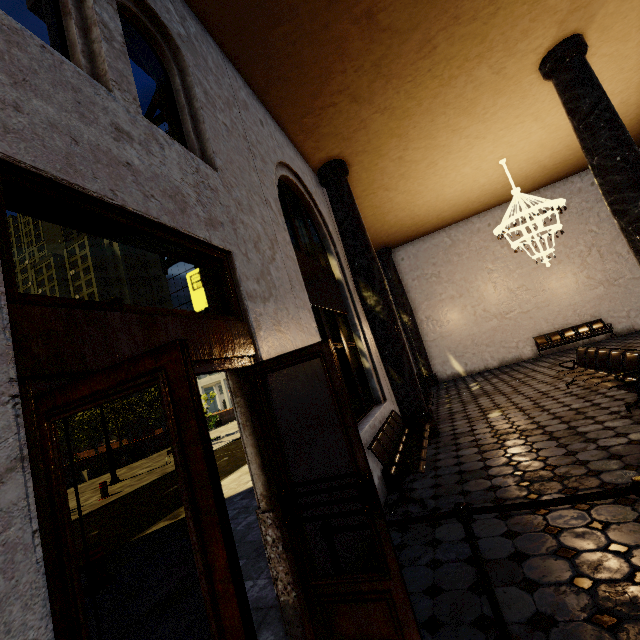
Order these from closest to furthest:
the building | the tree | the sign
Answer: the building, the sign, the tree

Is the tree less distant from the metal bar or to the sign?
the metal bar

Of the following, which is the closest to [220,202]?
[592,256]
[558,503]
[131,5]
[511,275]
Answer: [131,5]

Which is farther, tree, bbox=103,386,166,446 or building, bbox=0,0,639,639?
tree, bbox=103,386,166,446

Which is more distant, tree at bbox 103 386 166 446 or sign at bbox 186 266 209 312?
tree at bbox 103 386 166 446

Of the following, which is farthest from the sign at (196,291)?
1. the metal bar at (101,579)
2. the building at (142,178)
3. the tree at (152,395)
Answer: the tree at (152,395)

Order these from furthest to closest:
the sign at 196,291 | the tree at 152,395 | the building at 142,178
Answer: the tree at 152,395
the sign at 196,291
the building at 142,178

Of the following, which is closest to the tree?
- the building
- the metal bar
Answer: the metal bar
